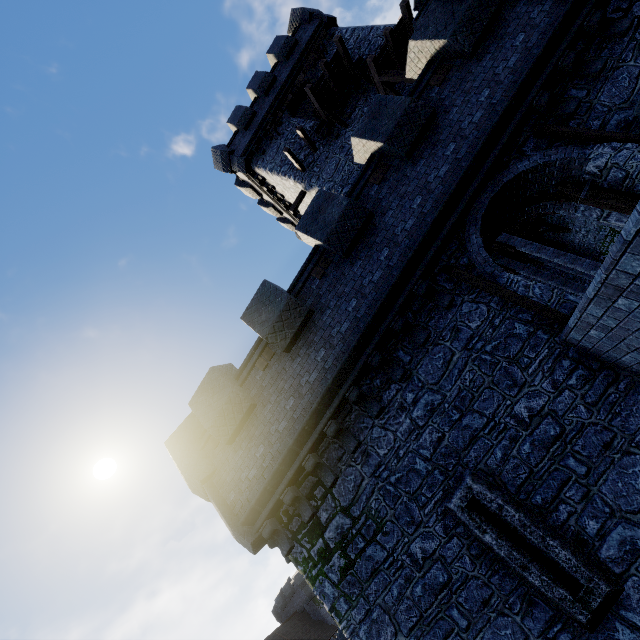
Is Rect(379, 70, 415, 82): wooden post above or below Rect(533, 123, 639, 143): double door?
above

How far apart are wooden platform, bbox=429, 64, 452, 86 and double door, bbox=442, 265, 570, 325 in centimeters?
497cm

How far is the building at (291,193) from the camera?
16.8 meters

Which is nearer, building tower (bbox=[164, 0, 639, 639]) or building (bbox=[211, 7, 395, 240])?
building tower (bbox=[164, 0, 639, 639])

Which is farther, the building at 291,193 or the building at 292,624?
the building at 292,624

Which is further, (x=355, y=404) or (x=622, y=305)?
(x=355, y=404)

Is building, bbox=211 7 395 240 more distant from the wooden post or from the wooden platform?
the wooden platform

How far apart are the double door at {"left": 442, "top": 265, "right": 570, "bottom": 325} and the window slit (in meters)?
3.25
